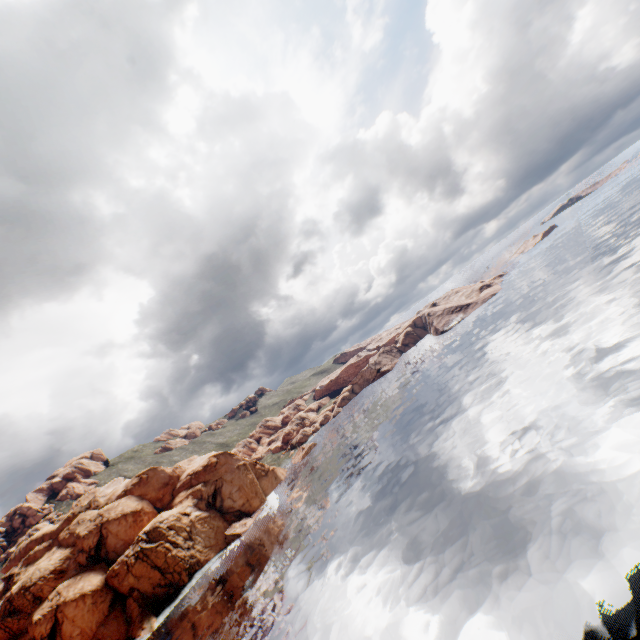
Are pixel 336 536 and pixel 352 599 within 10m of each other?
no
